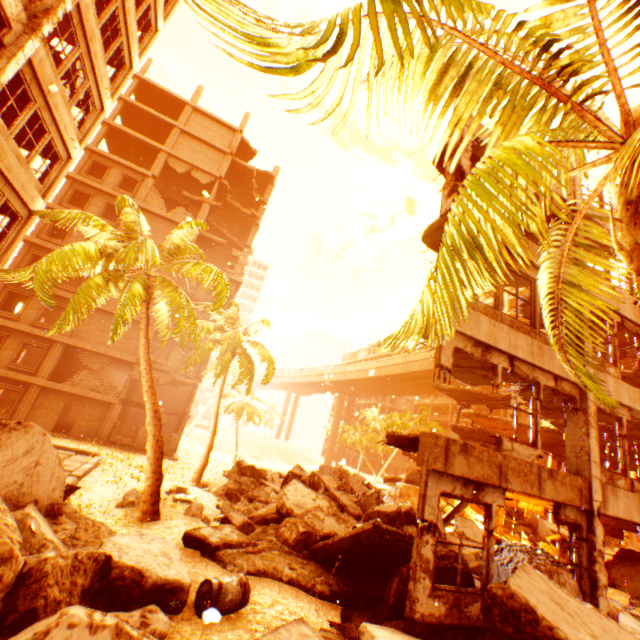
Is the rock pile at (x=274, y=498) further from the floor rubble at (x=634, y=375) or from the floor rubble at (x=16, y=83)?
the floor rubble at (x=16, y=83)

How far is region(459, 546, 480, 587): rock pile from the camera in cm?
650

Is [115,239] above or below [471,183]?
above

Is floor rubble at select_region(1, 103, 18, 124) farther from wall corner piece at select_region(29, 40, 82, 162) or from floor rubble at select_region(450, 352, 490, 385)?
floor rubble at select_region(450, 352, 490, 385)

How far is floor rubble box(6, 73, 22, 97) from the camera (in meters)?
10.80

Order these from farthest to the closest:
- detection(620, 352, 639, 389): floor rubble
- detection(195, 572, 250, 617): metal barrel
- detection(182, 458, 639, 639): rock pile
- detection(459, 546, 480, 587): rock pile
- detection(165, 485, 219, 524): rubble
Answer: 1. detection(620, 352, 639, 389): floor rubble
2. detection(165, 485, 219, 524): rubble
3. detection(459, 546, 480, 587): rock pile
4. detection(195, 572, 250, 617): metal barrel
5. detection(182, 458, 639, 639): rock pile

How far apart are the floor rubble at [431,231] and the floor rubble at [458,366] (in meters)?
2.45

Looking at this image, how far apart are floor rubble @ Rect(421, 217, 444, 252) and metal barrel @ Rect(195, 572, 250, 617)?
9.2 meters
